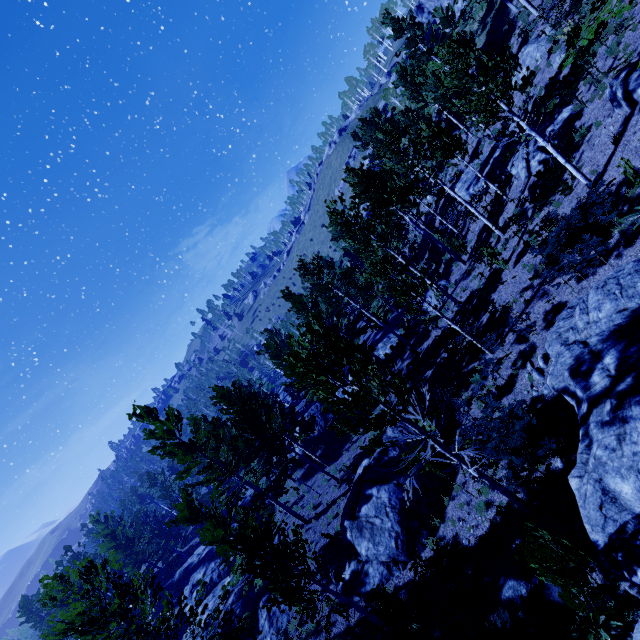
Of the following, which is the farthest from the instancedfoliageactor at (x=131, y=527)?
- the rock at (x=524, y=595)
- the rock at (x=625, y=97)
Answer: the rock at (x=625, y=97)

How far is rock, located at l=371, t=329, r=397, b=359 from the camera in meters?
29.8

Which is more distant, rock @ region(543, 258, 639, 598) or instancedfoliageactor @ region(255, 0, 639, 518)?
instancedfoliageactor @ region(255, 0, 639, 518)

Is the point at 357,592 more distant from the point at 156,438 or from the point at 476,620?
the point at 156,438

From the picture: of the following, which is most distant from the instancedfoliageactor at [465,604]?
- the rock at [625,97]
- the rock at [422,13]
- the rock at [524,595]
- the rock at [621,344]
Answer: the rock at [422,13]

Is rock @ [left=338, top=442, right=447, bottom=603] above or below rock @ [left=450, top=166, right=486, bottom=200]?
below

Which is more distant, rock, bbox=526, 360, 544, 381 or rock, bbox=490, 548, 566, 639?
rock, bbox=526, 360, 544, 381

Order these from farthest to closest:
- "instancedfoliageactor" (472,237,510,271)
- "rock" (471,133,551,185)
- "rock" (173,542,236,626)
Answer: "rock" (173,542,236,626), "rock" (471,133,551,185), "instancedfoliageactor" (472,237,510,271)
